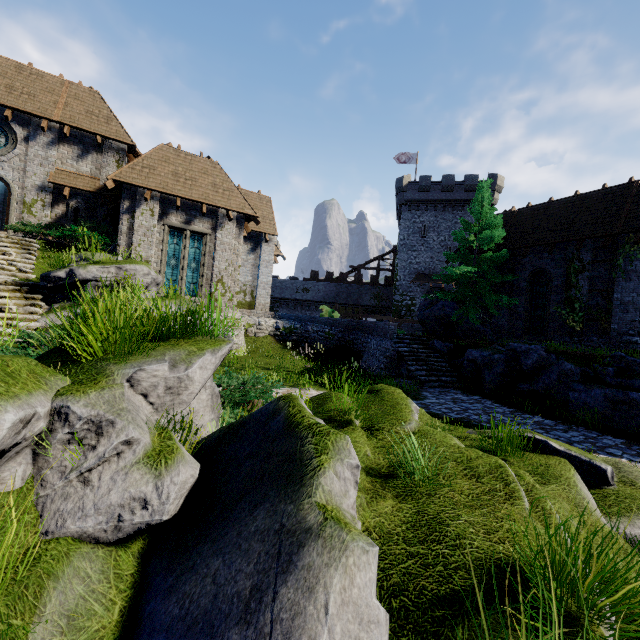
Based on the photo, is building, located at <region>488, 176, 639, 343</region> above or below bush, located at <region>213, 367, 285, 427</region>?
above

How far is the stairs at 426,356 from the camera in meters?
13.8

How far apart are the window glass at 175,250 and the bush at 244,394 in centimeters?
1149cm

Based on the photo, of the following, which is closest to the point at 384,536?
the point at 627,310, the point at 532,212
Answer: the point at 627,310

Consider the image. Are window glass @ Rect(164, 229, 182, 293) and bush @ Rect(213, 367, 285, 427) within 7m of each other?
no

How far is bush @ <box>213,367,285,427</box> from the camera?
5.59m

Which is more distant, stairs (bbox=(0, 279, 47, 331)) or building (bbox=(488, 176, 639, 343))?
building (bbox=(488, 176, 639, 343))

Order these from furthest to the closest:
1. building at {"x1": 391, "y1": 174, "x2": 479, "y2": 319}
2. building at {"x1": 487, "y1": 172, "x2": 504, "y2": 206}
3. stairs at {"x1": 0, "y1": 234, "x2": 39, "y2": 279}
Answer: building at {"x1": 391, "y1": 174, "x2": 479, "y2": 319}
building at {"x1": 487, "y1": 172, "x2": 504, "y2": 206}
stairs at {"x1": 0, "y1": 234, "x2": 39, "y2": 279}
